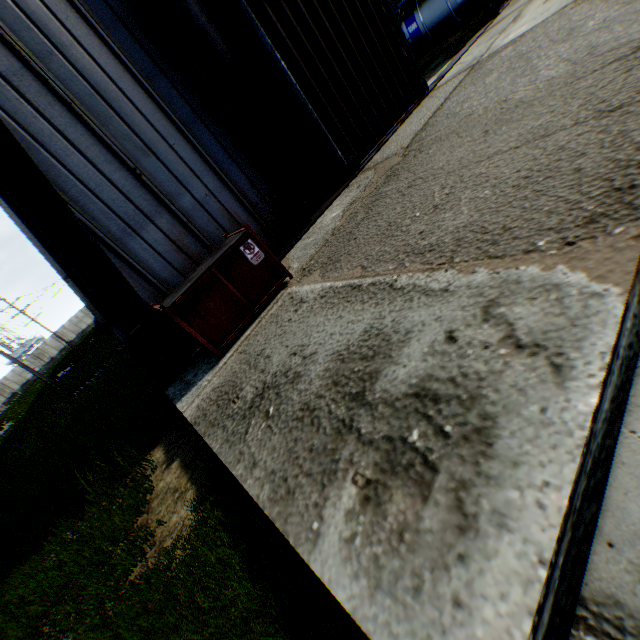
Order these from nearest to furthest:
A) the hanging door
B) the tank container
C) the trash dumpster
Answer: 1. the trash dumpster
2. the hanging door
3. the tank container

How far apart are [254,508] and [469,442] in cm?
244

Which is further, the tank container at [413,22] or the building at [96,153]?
the tank container at [413,22]

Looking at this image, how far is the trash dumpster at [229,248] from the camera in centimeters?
496cm

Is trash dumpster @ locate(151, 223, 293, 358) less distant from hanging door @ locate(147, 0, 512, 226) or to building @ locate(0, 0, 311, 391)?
building @ locate(0, 0, 311, 391)

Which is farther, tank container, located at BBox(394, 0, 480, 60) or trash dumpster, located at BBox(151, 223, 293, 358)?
tank container, located at BBox(394, 0, 480, 60)

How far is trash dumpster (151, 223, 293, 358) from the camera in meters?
5.0 m

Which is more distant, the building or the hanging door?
the hanging door
